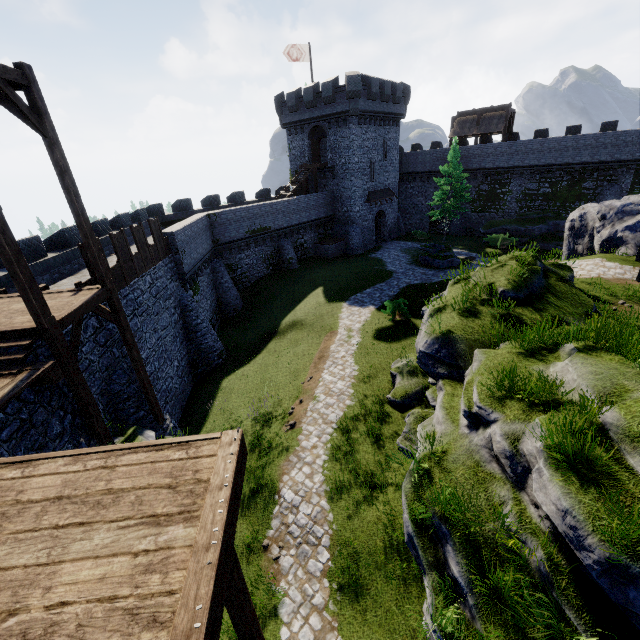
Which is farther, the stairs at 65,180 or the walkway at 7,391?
the stairs at 65,180

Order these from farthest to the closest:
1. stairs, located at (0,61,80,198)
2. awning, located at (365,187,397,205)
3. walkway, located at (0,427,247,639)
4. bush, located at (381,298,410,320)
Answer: awning, located at (365,187,397,205)
bush, located at (381,298,410,320)
stairs, located at (0,61,80,198)
walkway, located at (0,427,247,639)

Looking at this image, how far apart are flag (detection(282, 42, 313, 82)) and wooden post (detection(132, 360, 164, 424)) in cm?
3464

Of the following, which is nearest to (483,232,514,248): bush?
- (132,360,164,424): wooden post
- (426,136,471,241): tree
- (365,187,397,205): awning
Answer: (426,136,471,241): tree

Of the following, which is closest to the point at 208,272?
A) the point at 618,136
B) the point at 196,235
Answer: the point at 196,235

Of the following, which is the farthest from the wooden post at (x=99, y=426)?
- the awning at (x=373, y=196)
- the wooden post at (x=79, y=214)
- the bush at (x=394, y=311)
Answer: the awning at (x=373, y=196)

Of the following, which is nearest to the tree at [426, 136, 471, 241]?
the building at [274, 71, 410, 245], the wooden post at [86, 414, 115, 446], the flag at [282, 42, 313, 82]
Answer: the building at [274, 71, 410, 245]

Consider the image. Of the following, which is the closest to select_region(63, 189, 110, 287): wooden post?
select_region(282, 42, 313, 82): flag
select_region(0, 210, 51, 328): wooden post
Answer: select_region(0, 210, 51, 328): wooden post
